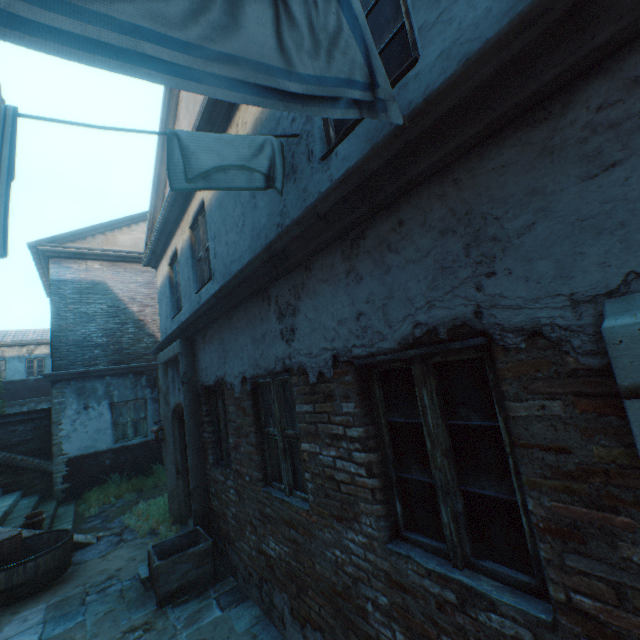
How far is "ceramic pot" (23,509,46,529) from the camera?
6.5m

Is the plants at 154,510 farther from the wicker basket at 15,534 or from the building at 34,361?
→ the wicker basket at 15,534

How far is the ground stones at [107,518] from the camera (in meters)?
6.14

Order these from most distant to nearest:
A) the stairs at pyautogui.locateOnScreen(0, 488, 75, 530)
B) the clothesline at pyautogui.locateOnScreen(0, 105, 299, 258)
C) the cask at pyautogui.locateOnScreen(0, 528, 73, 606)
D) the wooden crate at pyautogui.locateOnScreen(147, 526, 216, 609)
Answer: the stairs at pyautogui.locateOnScreen(0, 488, 75, 530) → the cask at pyautogui.locateOnScreen(0, 528, 73, 606) → the wooden crate at pyautogui.locateOnScreen(147, 526, 216, 609) → the clothesline at pyautogui.locateOnScreen(0, 105, 299, 258)

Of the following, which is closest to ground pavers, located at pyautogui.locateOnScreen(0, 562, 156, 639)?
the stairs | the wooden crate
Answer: the wooden crate

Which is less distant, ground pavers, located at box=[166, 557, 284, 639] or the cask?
ground pavers, located at box=[166, 557, 284, 639]

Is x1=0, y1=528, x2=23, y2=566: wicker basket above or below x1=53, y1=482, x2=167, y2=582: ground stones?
above

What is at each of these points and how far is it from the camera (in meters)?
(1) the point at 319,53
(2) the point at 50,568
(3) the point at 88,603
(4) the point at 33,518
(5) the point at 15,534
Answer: (1) clothesline, 1.24
(2) cask, 5.31
(3) ground pavers, 4.60
(4) ceramic pot, 6.59
(5) wicker basket, 5.38
